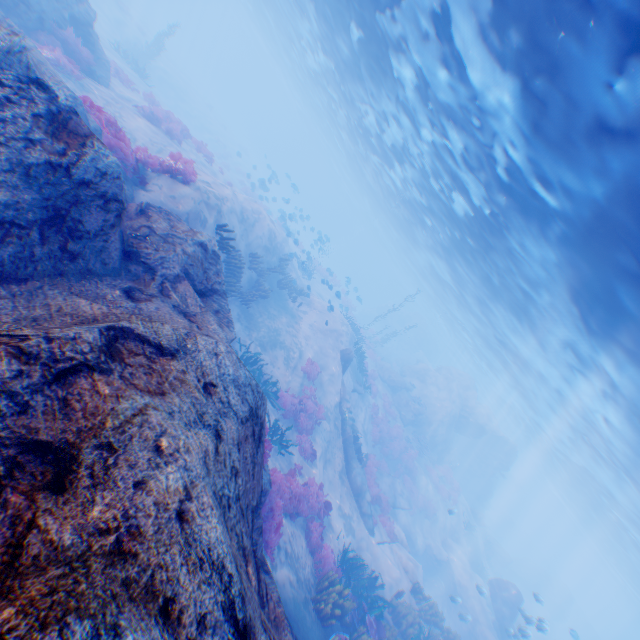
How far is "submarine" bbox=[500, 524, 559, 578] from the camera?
52.89m

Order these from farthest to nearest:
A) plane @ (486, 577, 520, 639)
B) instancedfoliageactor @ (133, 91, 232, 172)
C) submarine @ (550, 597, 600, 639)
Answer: submarine @ (550, 597, 600, 639) < plane @ (486, 577, 520, 639) < instancedfoliageactor @ (133, 91, 232, 172)

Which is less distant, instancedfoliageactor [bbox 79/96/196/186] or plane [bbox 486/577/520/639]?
instancedfoliageactor [bbox 79/96/196/186]

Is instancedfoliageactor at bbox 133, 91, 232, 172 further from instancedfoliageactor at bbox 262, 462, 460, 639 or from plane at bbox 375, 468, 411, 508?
plane at bbox 375, 468, 411, 508

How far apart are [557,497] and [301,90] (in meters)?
78.32

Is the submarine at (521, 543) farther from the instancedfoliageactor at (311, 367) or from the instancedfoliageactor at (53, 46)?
the instancedfoliageactor at (53, 46)
